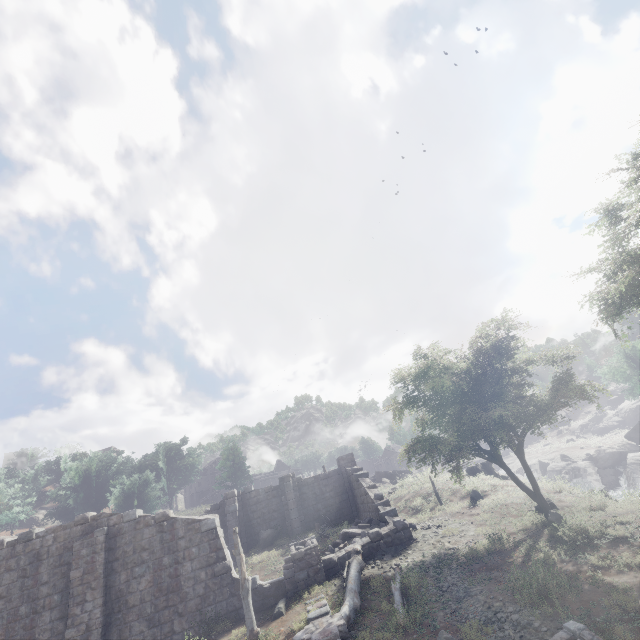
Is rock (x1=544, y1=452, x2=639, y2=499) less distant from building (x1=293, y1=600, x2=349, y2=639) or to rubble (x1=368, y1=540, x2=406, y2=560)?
building (x1=293, y1=600, x2=349, y2=639)

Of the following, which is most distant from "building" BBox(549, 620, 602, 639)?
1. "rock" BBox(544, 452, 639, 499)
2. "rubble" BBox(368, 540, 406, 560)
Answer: "rock" BBox(544, 452, 639, 499)

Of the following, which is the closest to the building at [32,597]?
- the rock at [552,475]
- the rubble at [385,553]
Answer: the rubble at [385,553]

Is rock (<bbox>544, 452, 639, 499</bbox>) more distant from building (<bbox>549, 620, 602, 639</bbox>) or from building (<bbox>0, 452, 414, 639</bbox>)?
building (<bbox>549, 620, 602, 639</bbox>)

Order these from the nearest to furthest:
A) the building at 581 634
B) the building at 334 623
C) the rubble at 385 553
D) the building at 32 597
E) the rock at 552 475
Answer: the building at 581 634
the building at 334 623
the building at 32 597
the rubble at 385 553
the rock at 552 475

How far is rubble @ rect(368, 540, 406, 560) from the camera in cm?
1501

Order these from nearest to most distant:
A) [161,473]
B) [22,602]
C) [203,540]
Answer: [22,602] < [203,540] < [161,473]

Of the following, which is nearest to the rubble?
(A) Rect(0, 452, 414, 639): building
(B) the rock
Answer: (A) Rect(0, 452, 414, 639): building
